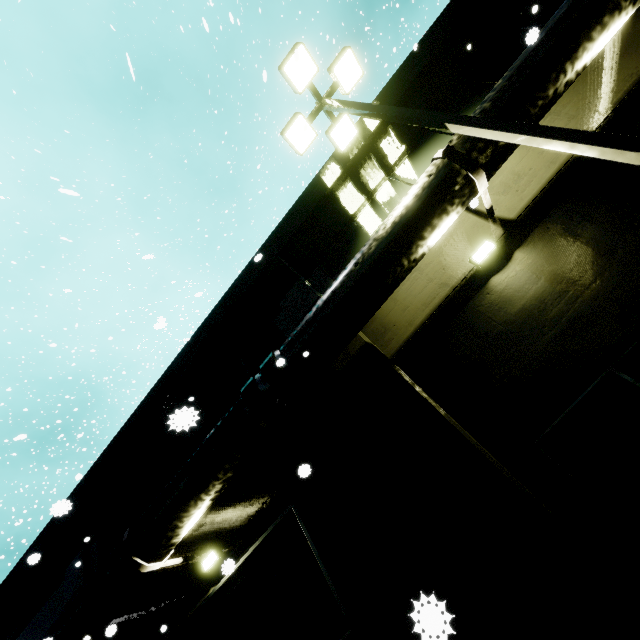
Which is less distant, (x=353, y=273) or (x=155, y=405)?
(x=353, y=273)

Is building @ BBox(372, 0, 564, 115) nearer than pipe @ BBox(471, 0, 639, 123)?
No

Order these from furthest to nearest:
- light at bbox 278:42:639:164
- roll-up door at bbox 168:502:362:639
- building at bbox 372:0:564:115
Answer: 1. building at bbox 372:0:564:115
2. roll-up door at bbox 168:502:362:639
3. light at bbox 278:42:639:164

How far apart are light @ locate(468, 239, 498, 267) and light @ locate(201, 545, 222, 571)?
8.13m

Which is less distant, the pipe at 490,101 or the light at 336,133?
the light at 336,133

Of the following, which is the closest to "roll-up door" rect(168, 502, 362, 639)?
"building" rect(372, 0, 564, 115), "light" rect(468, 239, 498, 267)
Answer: "building" rect(372, 0, 564, 115)

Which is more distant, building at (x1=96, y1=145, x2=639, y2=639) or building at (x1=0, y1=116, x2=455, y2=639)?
building at (x1=0, y1=116, x2=455, y2=639)

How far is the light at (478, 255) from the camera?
5.9 meters
